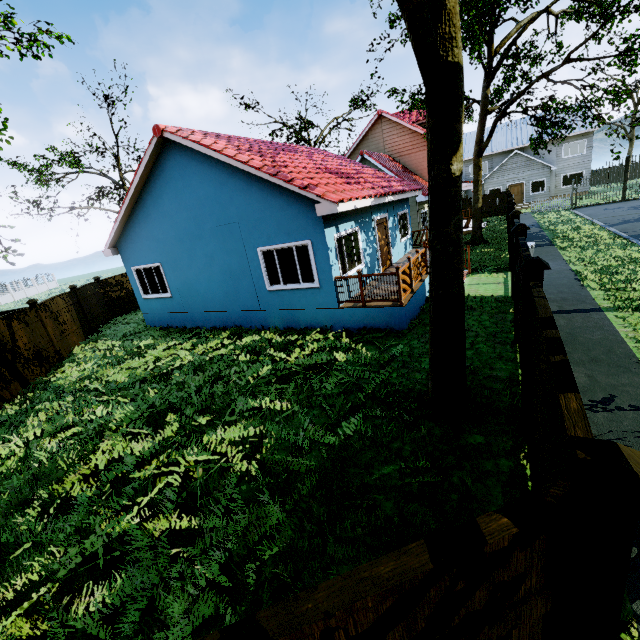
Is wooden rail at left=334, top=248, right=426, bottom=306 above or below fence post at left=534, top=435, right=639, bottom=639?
below

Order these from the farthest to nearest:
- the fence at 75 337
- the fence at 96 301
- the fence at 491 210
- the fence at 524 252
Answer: the fence at 491 210 < the fence at 96 301 < the fence at 75 337 < the fence at 524 252

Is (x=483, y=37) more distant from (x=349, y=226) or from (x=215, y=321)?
(x=215, y=321)

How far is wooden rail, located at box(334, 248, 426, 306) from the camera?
8.7 meters

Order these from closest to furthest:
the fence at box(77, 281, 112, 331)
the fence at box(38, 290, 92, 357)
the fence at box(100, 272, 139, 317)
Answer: the fence at box(38, 290, 92, 357)
the fence at box(77, 281, 112, 331)
the fence at box(100, 272, 139, 317)

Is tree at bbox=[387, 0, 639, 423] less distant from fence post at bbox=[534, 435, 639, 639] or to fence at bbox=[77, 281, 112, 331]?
fence at bbox=[77, 281, 112, 331]

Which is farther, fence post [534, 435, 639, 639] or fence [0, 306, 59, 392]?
fence [0, 306, 59, 392]

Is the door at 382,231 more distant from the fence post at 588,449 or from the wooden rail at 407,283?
the fence post at 588,449
